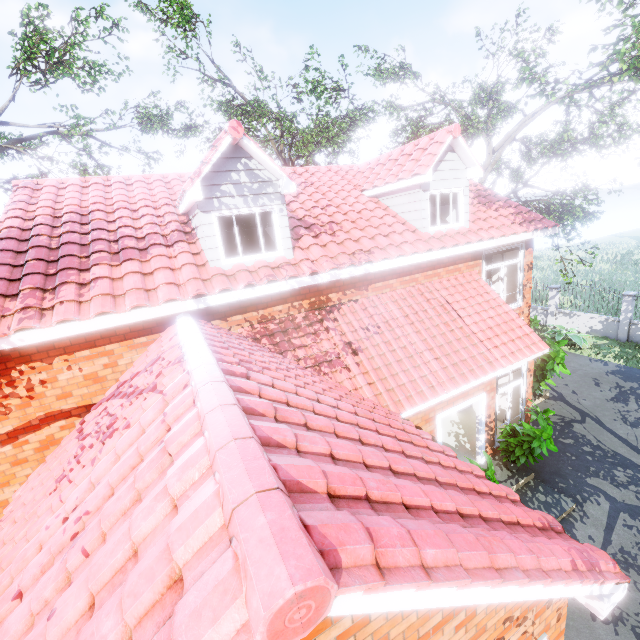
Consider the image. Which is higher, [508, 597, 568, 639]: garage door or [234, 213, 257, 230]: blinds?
[234, 213, 257, 230]: blinds

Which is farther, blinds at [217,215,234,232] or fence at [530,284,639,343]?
fence at [530,284,639,343]

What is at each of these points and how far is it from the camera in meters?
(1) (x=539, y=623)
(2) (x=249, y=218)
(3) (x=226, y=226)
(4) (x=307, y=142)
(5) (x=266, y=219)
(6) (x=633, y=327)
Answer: (1) garage door, 3.3 m
(2) blinds, 7.4 m
(3) blinds, 7.1 m
(4) tree, 17.7 m
(5) blinds, 7.5 m
(6) fence, 15.4 m

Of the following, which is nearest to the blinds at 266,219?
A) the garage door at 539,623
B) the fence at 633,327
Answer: the garage door at 539,623

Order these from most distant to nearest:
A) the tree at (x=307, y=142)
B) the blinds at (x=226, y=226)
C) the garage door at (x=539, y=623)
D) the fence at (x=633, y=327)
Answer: the fence at (x=633, y=327)
the tree at (x=307, y=142)
the blinds at (x=226, y=226)
the garage door at (x=539, y=623)

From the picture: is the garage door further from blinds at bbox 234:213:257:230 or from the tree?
the tree

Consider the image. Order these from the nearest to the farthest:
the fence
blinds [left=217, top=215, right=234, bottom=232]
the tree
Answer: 1. blinds [left=217, top=215, right=234, bottom=232]
2. the tree
3. the fence
